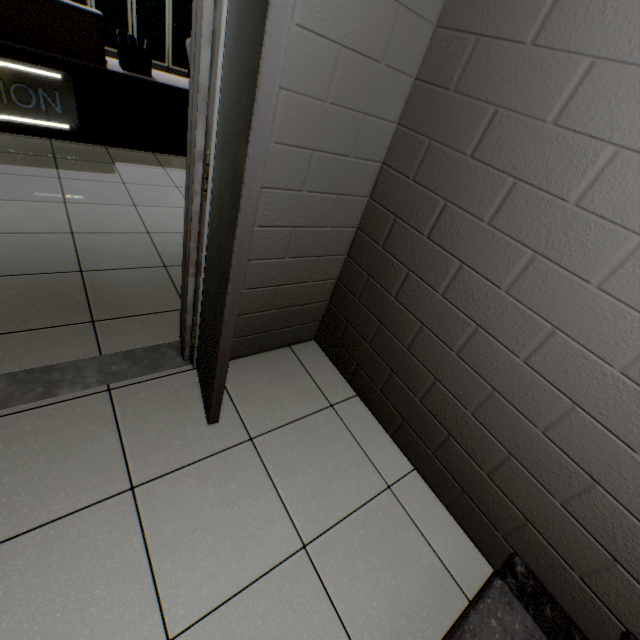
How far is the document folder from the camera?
3.4m

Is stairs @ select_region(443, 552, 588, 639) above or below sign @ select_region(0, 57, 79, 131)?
below

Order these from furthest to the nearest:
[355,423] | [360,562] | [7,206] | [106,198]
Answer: [106,198]
[7,206]
[355,423]
[360,562]

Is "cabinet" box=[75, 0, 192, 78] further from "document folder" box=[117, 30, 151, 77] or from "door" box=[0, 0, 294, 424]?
"door" box=[0, 0, 294, 424]

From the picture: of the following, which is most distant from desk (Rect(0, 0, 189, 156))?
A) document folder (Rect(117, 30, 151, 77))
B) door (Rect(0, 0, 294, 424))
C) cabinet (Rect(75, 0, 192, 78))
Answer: door (Rect(0, 0, 294, 424))

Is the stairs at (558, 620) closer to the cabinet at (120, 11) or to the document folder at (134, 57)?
the document folder at (134, 57)

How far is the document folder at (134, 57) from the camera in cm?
338

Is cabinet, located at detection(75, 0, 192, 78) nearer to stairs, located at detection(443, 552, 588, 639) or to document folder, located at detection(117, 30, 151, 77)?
document folder, located at detection(117, 30, 151, 77)
